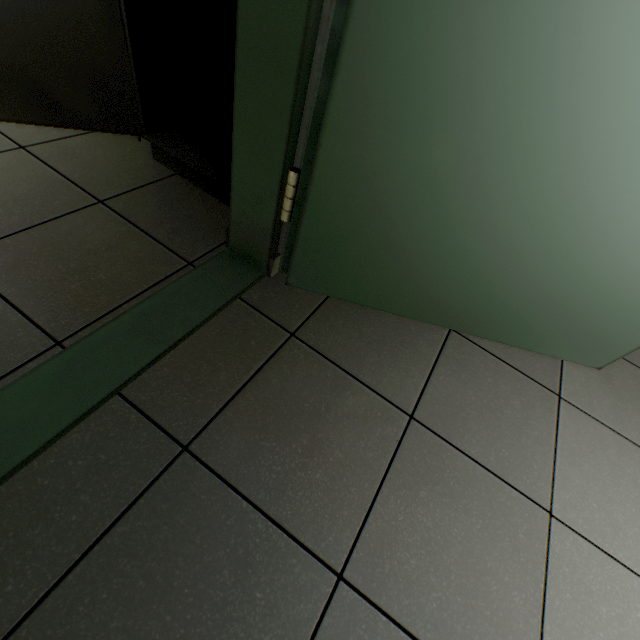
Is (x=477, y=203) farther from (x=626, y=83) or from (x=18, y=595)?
(x=18, y=595)

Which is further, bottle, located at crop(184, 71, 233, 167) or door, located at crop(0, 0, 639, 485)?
bottle, located at crop(184, 71, 233, 167)

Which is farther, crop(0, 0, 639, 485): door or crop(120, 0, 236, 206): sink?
crop(120, 0, 236, 206): sink

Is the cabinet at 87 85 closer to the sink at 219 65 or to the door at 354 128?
the sink at 219 65

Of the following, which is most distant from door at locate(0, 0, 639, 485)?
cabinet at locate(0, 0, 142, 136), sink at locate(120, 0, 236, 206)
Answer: cabinet at locate(0, 0, 142, 136)

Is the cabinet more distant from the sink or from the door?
the door
